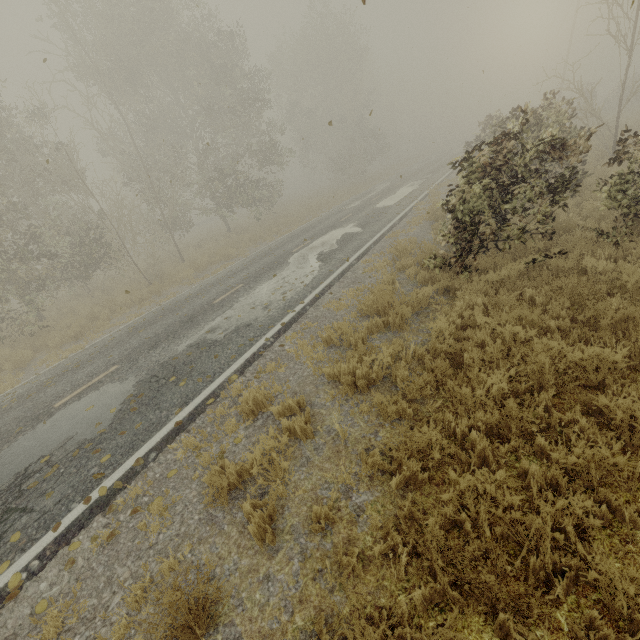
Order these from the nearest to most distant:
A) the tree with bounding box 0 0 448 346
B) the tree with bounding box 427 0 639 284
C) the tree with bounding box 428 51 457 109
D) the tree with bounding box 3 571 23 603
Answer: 1. the tree with bounding box 3 571 23 603
2. the tree with bounding box 427 0 639 284
3. the tree with bounding box 0 0 448 346
4. the tree with bounding box 428 51 457 109

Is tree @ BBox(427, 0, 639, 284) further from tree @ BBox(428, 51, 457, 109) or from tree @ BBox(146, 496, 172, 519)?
tree @ BBox(428, 51, 457, 109)

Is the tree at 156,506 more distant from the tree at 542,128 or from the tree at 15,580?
the tree at 542,128

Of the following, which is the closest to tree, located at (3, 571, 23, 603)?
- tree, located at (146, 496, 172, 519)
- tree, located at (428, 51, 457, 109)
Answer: tree, located at (146, 496, 172, 519)

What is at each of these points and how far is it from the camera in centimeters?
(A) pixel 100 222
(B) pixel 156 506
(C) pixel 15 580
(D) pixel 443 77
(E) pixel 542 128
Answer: (A) tree, 2920cm
(B) tree, 414cm
(C) tree, 372cm
(D) tree, 5791cm
(E) tree, 1011cm

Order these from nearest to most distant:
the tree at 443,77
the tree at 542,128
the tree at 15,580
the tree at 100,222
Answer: the tree at 15,580 → the tree at 542,128 → the tree at 100,222 → the tree at 443,77

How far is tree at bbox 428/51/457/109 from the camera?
57.2m

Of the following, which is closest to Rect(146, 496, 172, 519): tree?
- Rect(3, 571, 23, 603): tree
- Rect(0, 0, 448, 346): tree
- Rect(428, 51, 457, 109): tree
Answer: Rect(3, 571, 23, 603): tree
